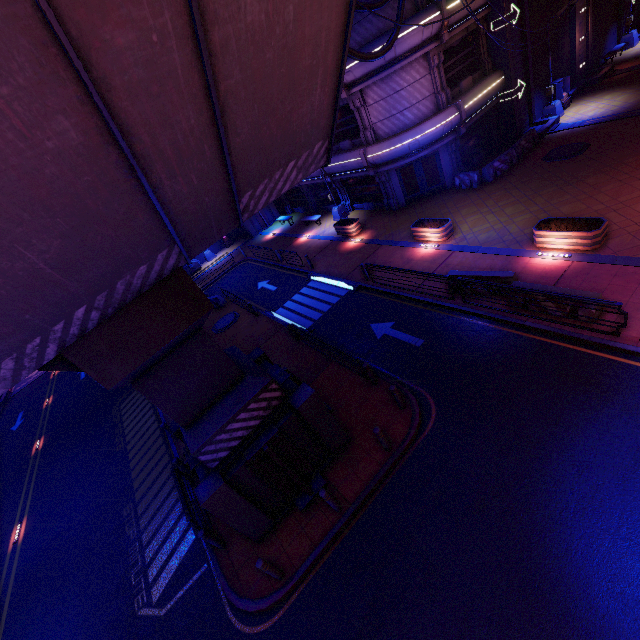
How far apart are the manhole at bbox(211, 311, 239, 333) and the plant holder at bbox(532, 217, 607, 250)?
16.56m

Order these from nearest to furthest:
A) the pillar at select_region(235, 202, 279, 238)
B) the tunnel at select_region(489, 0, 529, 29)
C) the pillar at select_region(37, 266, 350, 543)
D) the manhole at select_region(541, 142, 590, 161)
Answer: the pillar at select_region(37, 266, 350, 543) → the manhole at select_region(541, 142, 590, 161) → the tunnel at select_region(489, 0, 529, 29) → the pillar at select_region(235, 202, 279, 238)

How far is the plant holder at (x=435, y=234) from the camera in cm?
1666

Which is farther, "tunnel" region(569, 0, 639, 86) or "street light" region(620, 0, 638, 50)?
"street light" region(620, 0, 638, 50)

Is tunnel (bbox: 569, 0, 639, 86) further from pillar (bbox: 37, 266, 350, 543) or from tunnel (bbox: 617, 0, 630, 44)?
pillar (bbox: 37, 266, 350, 543)

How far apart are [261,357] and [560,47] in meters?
30.5 m

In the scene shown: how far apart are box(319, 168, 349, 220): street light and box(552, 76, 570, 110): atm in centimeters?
1600cm

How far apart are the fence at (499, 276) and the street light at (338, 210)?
14.40m
